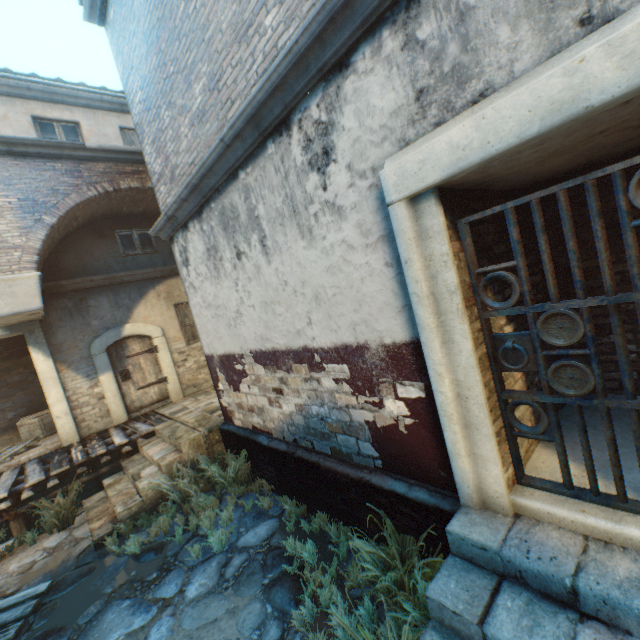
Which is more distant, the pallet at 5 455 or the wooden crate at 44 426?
the wooden crate at 44 426

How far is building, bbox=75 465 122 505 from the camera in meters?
7.9

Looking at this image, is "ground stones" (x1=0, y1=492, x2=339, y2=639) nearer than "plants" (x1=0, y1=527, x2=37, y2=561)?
Yes

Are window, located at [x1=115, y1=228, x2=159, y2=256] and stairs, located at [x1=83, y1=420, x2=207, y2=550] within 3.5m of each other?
no

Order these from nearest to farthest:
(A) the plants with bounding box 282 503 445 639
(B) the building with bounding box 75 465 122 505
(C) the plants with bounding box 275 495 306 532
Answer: (A) the plants with bounding box 282 503 445 639, (C) the plants with bounding box 275 495 306 532, (B) the building with bounding box 75 465 122 505

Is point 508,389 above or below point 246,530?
above

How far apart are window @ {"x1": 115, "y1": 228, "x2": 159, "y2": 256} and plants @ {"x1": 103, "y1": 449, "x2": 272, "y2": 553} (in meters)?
6.19

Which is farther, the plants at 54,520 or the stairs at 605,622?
the plants at 54,520
